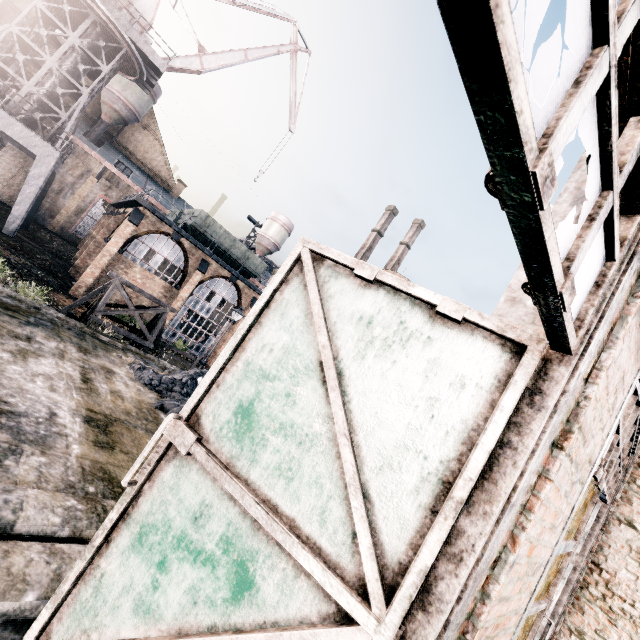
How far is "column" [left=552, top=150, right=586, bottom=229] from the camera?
3.4m

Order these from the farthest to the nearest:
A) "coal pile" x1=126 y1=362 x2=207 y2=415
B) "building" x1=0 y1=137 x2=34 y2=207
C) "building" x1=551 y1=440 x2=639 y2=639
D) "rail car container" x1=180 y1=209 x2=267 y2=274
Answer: "building" x1=0 y1=137 x2=34 y2=207 < "rail car container" x1=180 y1=209 x2=267 y2=274 < "coal pile" x1=126 y1=362 x2=207 y2=415 < "building" x1=551 y1=440 x2=639 y2=639

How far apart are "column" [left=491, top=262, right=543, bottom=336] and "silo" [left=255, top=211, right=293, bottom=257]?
54.93m

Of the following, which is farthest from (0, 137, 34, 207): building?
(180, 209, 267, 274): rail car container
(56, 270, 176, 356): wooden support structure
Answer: (56, 270, 176, 356): wooden support structure

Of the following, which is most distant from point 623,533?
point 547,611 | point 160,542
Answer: point 160,542

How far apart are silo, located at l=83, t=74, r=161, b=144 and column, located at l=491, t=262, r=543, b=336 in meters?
51.5

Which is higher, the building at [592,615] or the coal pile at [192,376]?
the building at [592,615]

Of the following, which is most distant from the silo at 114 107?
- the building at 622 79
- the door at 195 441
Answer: the door at 195 441
